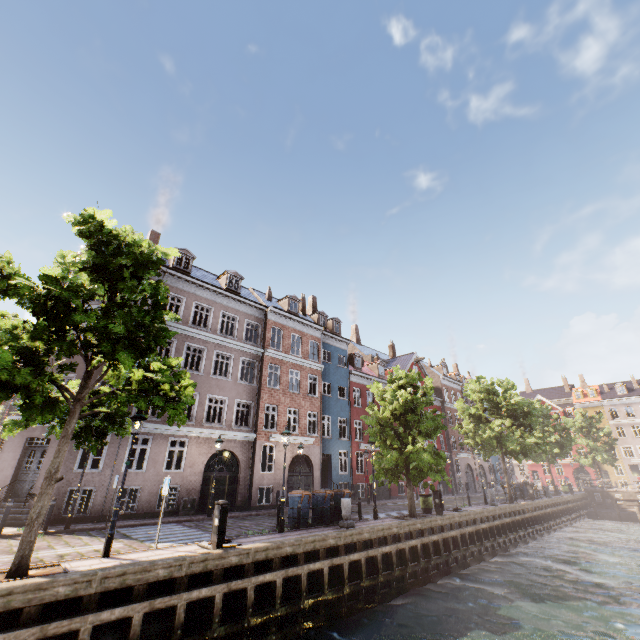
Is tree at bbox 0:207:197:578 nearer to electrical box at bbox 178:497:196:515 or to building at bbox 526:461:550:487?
building at bbox 526:461:550:487

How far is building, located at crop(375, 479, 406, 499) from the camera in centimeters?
2880cm

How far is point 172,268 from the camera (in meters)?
20.75

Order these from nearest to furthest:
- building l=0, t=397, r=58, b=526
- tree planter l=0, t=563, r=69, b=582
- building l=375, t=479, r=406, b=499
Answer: tree planter l=0, t=563, r=69, b=582, building l=0, t=397, r=58, b=526, building l=375, t=479, r=406, b=499

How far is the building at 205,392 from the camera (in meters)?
18.50

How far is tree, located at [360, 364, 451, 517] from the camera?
16.8 meters
